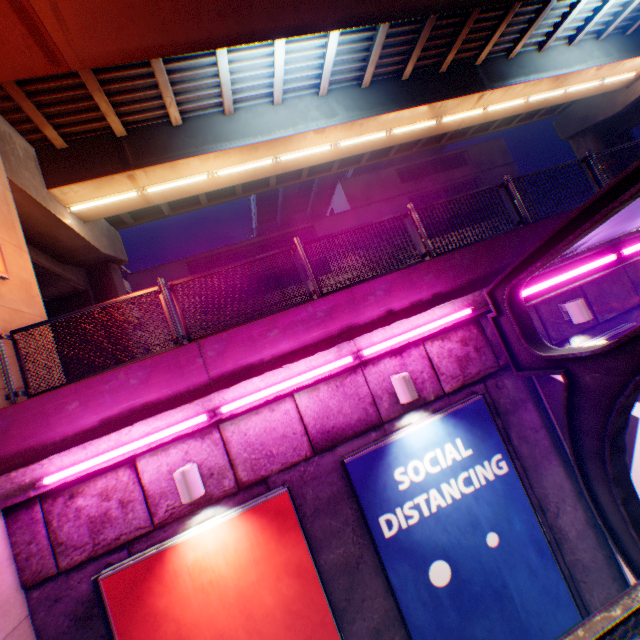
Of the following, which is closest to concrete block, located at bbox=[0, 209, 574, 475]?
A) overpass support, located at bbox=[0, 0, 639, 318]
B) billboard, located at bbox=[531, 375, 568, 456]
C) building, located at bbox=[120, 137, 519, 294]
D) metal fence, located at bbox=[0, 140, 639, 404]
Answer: metal fence, located at bbox=[0, 140, 639, 404]

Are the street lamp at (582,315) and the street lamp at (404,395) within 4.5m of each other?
yes

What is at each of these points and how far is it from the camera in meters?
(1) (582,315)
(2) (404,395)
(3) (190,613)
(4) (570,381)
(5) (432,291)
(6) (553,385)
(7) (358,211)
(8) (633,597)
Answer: (1) street lamp, 5.8
(2) street lamp, 5.0
(3) billboard, 4.2
(4) canopy, 4.2
(5) concrete block, 5.9
(6) billboard, 5.7
(7) building, 29.2
(8) metal fence, 1.2

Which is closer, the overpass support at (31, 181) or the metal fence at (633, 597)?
the metal fence at (633, 597)

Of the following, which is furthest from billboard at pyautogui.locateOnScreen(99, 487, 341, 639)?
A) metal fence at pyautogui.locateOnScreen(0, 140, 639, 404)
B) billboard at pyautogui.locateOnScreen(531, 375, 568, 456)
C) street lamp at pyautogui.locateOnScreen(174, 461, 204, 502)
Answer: billboard at pyautogui.locateOnScreen(531, 375, 568, 456)

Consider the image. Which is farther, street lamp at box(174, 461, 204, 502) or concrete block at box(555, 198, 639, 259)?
concrete block at box(555, 198, 639, 259)

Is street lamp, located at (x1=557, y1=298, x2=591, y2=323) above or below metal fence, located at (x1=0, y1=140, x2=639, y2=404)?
below

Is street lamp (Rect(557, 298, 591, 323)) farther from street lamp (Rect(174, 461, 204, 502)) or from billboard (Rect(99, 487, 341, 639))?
street lamp (Rect(174, 461, 204, 502))
